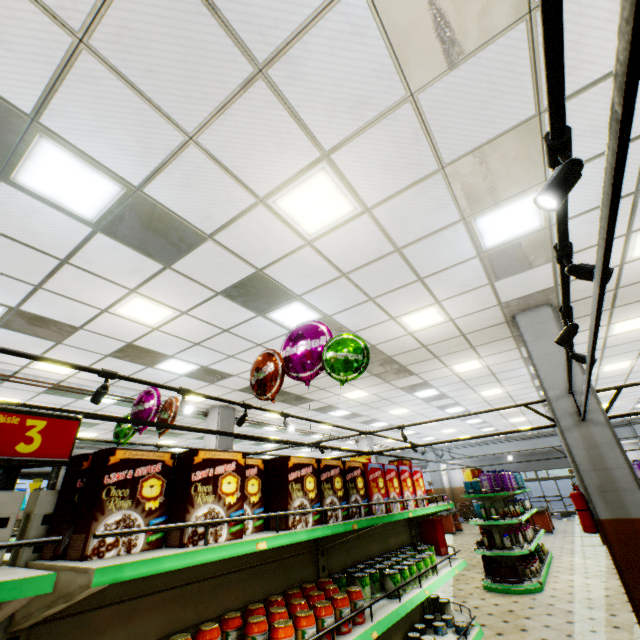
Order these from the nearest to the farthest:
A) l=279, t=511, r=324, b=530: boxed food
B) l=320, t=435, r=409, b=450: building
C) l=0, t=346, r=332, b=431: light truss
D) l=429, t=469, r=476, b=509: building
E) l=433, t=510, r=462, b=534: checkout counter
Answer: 1. l=279, t=511, r=324, b=530: boxed food
2. l=0, t=346, r=332, b=431: light truss
3. l=433, t=510, r=462, b=534: checkout counter
4. l=320, t=435, r=409, b=450: building
5. l=429, t=469, r=476, b=509: building

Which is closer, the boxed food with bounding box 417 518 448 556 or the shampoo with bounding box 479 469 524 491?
the boxed food with bounding box 417 518 448 556

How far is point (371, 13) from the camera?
2.2 meters

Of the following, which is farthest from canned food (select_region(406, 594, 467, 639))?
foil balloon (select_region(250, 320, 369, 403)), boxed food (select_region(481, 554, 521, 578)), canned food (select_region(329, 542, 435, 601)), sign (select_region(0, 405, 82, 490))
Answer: boxed food (select_region(481, 554, 521, 578))

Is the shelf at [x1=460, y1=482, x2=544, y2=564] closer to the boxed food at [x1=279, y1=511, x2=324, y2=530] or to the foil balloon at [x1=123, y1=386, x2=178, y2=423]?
the boxed food at [x1=279, y1=511, x2=324, y2=530]

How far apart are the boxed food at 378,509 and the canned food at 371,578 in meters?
0.4 m

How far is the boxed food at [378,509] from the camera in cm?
249

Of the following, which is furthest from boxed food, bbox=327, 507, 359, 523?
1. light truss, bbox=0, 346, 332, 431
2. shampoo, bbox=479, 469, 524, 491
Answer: shampoo, bbox=479, 469, 524, 491
